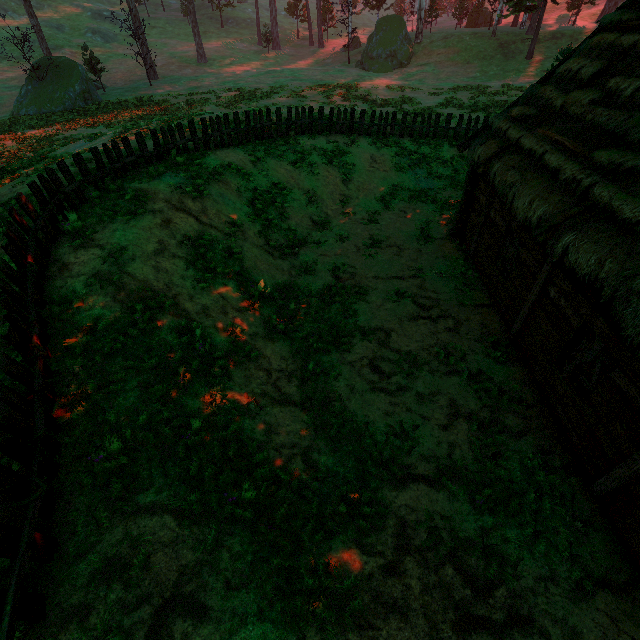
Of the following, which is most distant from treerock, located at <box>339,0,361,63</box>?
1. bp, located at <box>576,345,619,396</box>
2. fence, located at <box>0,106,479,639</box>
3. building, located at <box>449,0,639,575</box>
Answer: bp, located at <box>576,345,619,396</box>

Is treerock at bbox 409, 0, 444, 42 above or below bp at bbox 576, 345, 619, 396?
above

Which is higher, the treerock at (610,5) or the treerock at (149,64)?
the treerock at (610,5)

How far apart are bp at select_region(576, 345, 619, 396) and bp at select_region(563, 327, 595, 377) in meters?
0.2 m

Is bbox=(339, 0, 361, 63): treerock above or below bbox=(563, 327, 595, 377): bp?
above

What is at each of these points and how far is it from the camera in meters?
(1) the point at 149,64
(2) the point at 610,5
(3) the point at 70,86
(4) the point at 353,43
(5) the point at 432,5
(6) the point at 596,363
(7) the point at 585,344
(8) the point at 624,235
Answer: (1) treerock, 37.1
(2) treerock, 40.8
(3) treerock, 27.1
(4) treerock, 47.9
(5) treerock, 42.1
(6) bp, 6.2
(7) bp, 6.1
(8) building, 5.4

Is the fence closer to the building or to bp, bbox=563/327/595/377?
the building

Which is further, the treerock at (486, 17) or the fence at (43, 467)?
the treerock at (486, 17)
